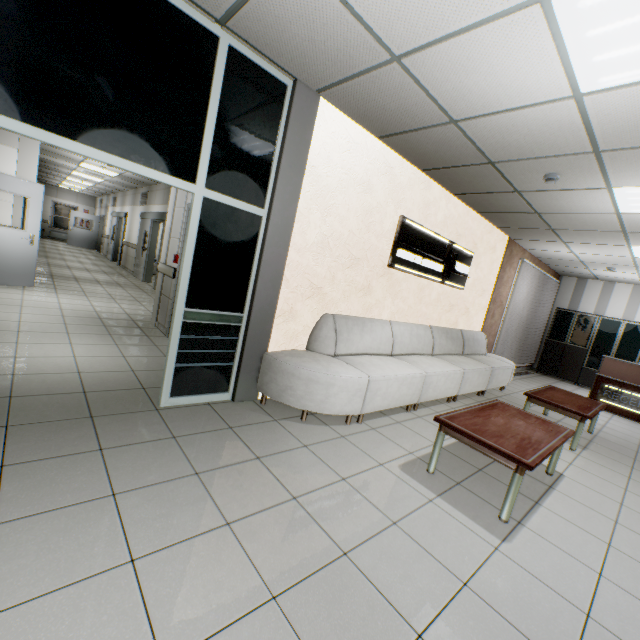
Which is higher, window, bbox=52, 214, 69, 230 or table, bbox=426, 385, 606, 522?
window, bbox=52, 214, 69, 230

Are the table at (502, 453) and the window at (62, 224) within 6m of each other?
no

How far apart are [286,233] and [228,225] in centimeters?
61cm

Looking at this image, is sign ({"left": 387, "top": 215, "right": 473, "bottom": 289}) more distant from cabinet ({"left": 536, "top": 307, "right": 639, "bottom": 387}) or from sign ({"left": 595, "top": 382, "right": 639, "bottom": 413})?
cabinet ({"left": 536, "top": 307, "right": 639, "bottom": 387})

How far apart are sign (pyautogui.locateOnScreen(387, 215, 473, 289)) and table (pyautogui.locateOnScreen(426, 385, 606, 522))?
2.1 meters

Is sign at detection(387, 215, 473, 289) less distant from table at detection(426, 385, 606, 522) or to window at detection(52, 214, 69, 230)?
table at detection(426, 385, 606, 522)

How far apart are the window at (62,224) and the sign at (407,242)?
24.2 meters

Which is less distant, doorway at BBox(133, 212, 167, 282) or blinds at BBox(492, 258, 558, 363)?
blinds at BBox(492, 258, 558, 363)
